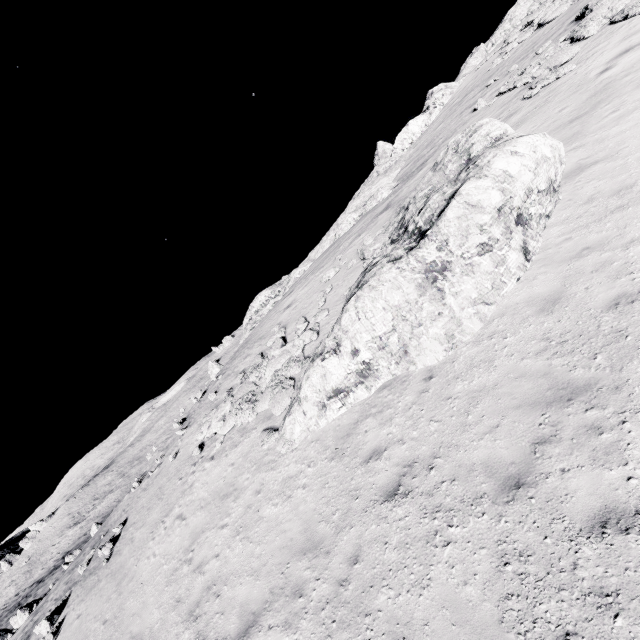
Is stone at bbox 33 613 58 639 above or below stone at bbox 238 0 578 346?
below

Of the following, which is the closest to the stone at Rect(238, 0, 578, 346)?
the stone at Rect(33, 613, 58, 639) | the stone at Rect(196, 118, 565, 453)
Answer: the stone at Rect(196, 118, 565, 453)

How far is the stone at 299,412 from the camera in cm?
813

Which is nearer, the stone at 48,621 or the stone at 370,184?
the stone at 48,621

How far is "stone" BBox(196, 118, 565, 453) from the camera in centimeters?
813cm

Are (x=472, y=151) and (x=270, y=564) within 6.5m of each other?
no

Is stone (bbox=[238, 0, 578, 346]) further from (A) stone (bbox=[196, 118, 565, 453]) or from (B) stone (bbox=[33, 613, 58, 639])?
(B) stone (bbox=[33, 613, 58, 639])

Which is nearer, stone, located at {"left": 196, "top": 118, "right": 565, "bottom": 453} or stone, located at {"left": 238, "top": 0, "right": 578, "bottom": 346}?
stone, located at {"left": 196, "top": 118, "right": 565, "bottom": 453}
